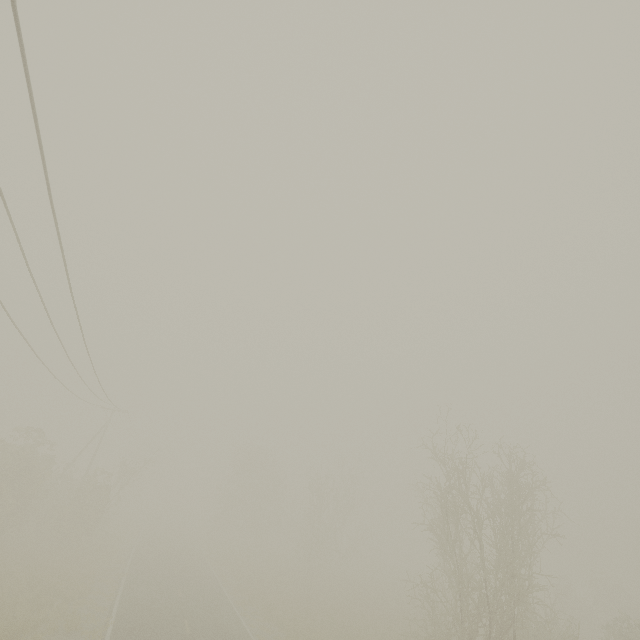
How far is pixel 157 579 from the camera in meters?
23.1 m
